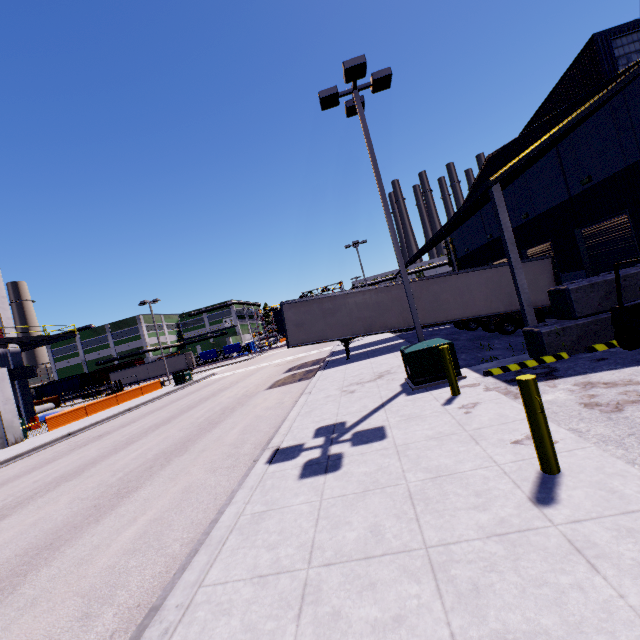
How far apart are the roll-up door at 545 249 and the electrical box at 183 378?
31.07m

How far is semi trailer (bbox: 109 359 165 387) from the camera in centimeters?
5628cm

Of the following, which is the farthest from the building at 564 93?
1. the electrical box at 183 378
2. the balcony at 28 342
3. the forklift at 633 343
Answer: the electrical box at 183 378

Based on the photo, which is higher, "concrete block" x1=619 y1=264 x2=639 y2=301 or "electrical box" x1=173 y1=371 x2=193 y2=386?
"concrete block" x1=619 y1=264 x2=639 y2=301

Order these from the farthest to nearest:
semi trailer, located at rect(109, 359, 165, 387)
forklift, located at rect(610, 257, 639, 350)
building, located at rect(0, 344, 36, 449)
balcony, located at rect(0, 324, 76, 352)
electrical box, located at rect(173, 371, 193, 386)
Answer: semi trailer, located at rect(109, 359, 165, 387) → electrical box, located at rect(173, 371, 193, 386) → balcony, located at rect(0, 324, 76, 352) → building, located at rect(0, 344, 36, 449) → forklift, located at rect(610, 257, 639, 350)

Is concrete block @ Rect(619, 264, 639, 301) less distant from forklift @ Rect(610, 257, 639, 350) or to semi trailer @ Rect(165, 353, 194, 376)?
forklift @ Rect(610, 257, 639, 350)

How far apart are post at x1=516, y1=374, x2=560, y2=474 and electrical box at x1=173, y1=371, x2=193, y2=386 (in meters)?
33.62

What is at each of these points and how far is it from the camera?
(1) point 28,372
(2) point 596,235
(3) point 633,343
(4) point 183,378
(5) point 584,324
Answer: (1) vent duct, 28.5m
(2) roll-up door, 14.5m
(3) forklift, 7.8m
(4) electrical box, 33.2m
(5) concrete block, 8.9m
